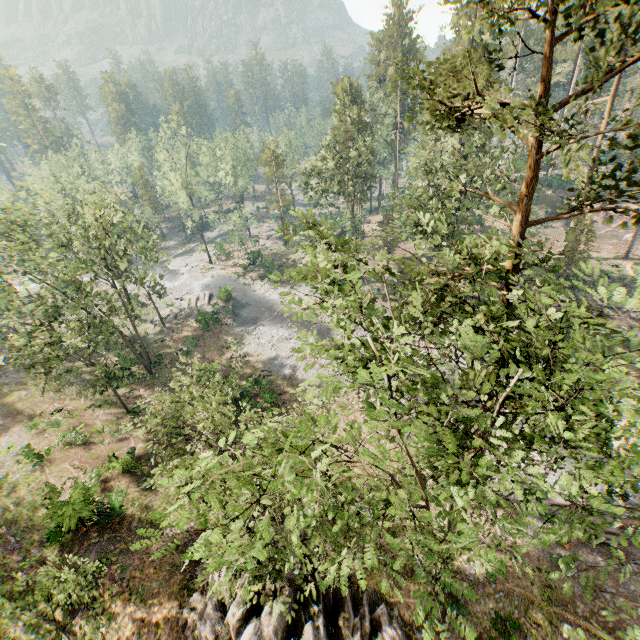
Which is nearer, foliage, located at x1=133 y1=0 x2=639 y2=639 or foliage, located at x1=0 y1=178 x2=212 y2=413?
foliage, located at x1=133 y1=0 x2=639 y2=639

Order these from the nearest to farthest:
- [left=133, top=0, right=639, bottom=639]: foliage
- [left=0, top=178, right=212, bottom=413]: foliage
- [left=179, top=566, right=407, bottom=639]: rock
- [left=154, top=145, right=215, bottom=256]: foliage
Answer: [left=133, top=0, right=639, bottom=639]: foliage → [left=179, top=566, right=407, bottom=639]: rock → [left=0, top=178, right=212, bottom=413]: foliage → [left=154, top=145, right=215, bottom=256]: foliage

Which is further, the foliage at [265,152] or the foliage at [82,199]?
the foliage at [265,152]

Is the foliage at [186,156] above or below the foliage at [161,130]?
below

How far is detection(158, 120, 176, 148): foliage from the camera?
46.6m

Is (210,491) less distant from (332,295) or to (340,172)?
(332,295)
